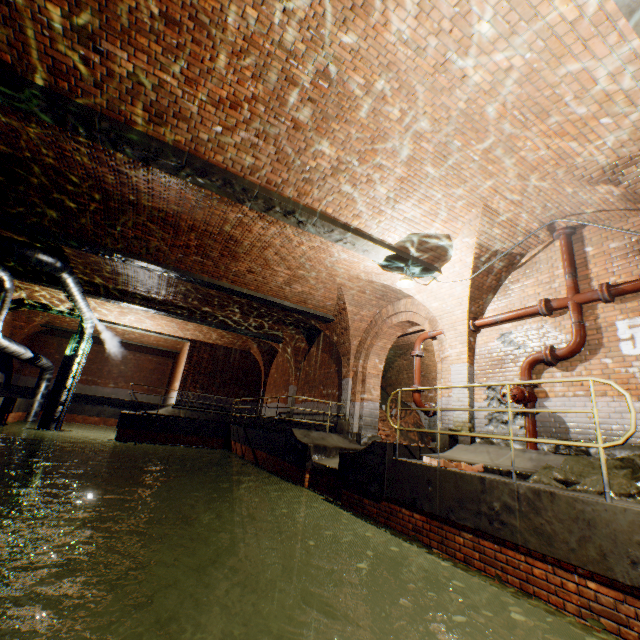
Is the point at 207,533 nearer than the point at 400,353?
Yes

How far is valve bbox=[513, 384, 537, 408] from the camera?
6.1 meters

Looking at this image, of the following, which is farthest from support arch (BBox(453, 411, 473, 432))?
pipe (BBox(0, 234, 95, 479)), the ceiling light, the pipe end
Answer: the pipe end

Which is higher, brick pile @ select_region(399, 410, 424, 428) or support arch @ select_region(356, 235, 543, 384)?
support arch @ select_region(356, 235, 543, 384)

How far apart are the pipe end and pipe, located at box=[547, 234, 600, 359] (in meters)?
0.02

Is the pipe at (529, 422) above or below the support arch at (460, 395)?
below

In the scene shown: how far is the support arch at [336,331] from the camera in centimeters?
1098cm

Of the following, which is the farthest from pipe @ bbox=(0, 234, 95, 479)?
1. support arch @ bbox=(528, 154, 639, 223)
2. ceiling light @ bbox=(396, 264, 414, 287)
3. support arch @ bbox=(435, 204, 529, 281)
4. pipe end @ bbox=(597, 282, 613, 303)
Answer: pipe end @ bbox=(597, 282, 613, 303)
